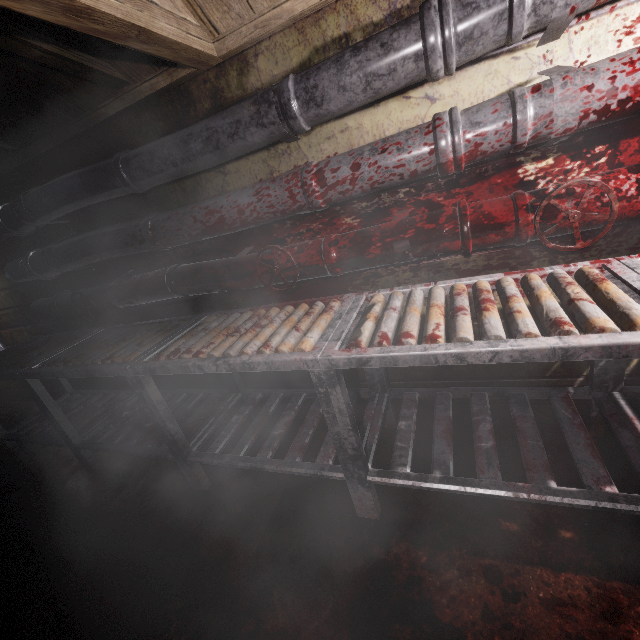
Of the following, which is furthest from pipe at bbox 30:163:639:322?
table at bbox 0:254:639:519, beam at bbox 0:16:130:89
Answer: beam at bbox 0:16:130:89

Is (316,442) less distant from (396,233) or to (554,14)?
(396,233)

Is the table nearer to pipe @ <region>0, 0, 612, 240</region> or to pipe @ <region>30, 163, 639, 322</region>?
pipe @ <region>30, 163, 639, 322</region>

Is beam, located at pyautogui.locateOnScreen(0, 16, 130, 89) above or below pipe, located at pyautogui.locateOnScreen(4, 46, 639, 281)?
above

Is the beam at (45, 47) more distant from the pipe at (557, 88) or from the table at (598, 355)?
the table at (598, 355)

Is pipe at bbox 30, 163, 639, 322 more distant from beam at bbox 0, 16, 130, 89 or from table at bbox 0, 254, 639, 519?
beam at bbox 0, 16, 130, 89

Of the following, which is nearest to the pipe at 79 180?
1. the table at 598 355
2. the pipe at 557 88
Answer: the pipe at 557 88

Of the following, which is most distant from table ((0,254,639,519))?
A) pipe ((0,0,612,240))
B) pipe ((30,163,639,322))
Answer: pipe ((0,0,612,240))
